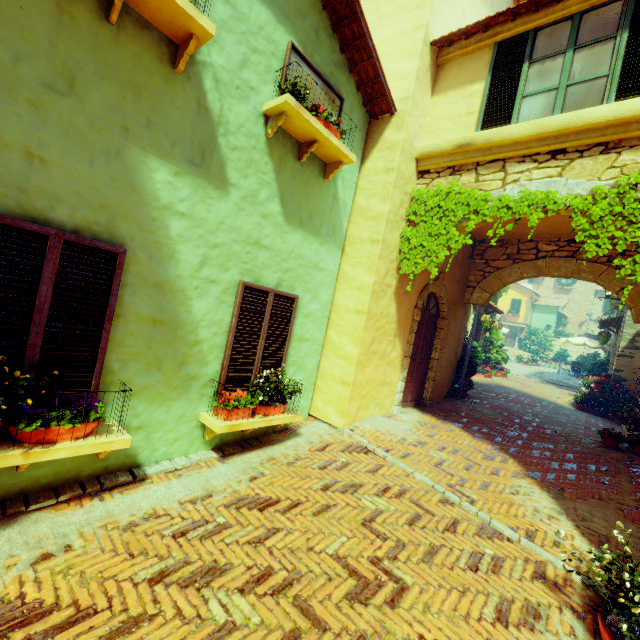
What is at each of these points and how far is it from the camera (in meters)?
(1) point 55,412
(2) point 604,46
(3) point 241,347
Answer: (1) flower pot, 2.90
(2) window, 4.32
(3) window, 4.51

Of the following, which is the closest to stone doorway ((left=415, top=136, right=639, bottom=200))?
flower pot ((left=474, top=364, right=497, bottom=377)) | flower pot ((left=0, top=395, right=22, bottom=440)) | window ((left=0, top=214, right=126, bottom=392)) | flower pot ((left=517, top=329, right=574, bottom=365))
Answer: window ((left=0, top=214, right=126, bottom=392))

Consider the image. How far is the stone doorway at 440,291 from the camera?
6.8 meters

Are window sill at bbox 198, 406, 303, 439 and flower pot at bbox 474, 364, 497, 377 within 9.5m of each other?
no

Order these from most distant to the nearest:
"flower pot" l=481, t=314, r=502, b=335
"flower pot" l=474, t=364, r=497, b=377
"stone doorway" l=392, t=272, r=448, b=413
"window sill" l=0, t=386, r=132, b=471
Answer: "flower pot" l=474, t=364, r=497, b=377 → "flower pot" l=481, t=314, r=502, b=335 → "stone doorway" l=392, t=272, r=448, b=413 → "window sill" l=0, t=386, r=132, b=471

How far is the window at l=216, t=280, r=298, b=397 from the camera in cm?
434

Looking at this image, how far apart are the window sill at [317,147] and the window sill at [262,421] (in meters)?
3.43

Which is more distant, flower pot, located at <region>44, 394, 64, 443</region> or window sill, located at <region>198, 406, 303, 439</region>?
window sill, located at <region>198, 406, 303, 439</region>
